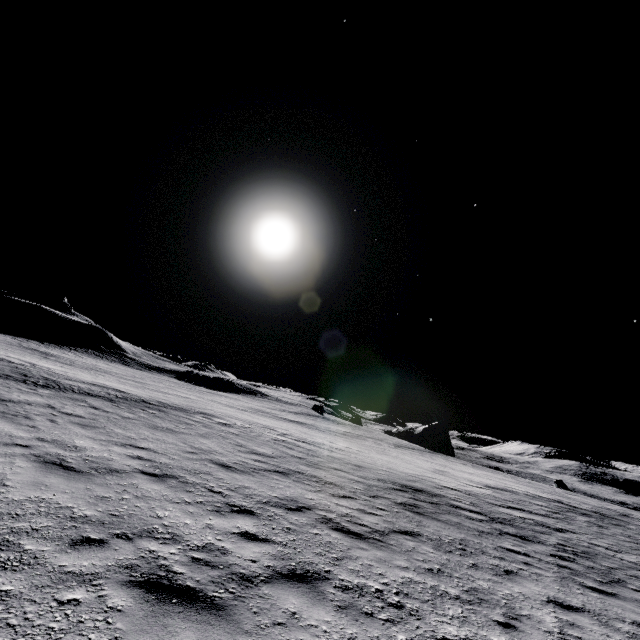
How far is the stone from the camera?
56.1m

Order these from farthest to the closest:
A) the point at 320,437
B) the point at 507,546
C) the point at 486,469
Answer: the point at 486,469
the point at 320,437
the point at 507,546

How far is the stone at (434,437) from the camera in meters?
56.1 m
